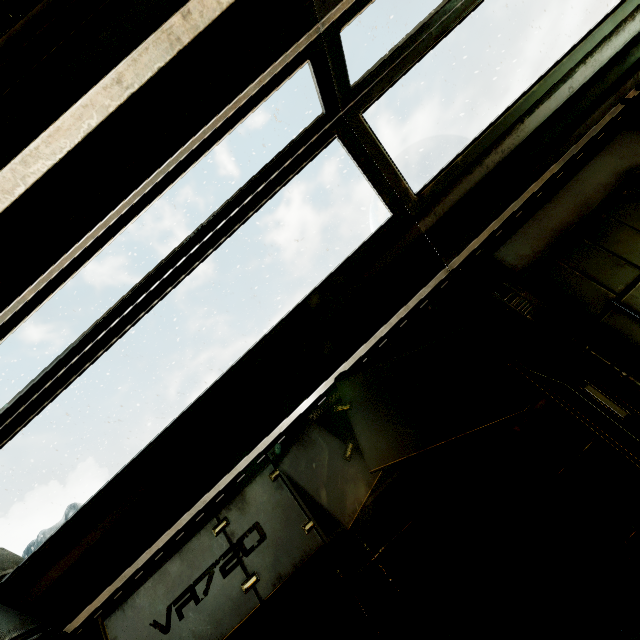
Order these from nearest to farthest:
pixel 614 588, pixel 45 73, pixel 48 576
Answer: pixel 45 73 → pixel 614 588 → pixel 48 576
